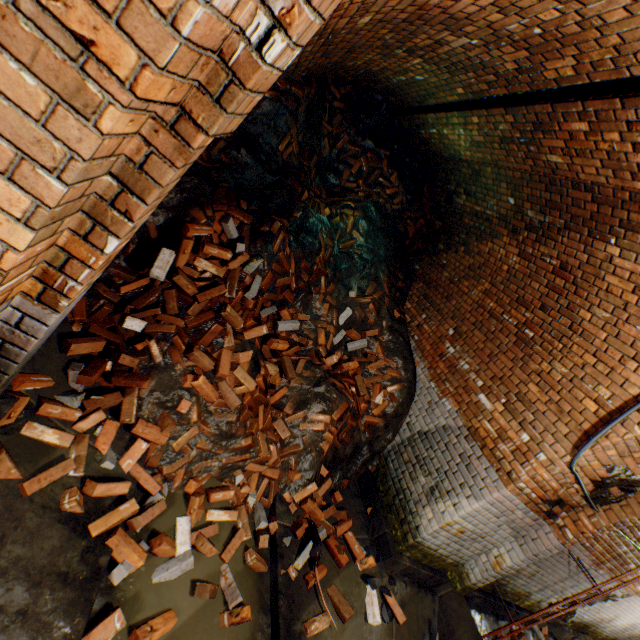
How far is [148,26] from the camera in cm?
75

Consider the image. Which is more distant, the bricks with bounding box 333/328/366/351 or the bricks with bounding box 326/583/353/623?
the bricks with bounding box 333/328/366/351

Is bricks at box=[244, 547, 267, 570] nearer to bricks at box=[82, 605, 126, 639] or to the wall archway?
bricks at box=[82, 605, 126, 639]

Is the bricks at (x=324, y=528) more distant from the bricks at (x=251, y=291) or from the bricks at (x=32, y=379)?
the bricks at (x=251, y=291)

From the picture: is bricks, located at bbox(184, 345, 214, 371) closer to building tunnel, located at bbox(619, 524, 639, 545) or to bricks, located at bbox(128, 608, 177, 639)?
building tunnel, located at bbox(619, 524, 639, 545)

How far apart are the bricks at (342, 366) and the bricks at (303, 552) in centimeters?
114cm

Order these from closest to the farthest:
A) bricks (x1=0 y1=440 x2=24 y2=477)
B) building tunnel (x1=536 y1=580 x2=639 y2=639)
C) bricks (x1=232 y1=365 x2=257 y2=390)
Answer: bricks (x1=0 y1=440 x2=24 y2=477), bricks (x1=232 y1=365 x2=257 y2=390), building tunnel (x1=536 y1=580 x2=639 y2=639)

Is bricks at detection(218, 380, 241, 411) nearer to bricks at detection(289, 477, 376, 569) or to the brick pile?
the brick pile
